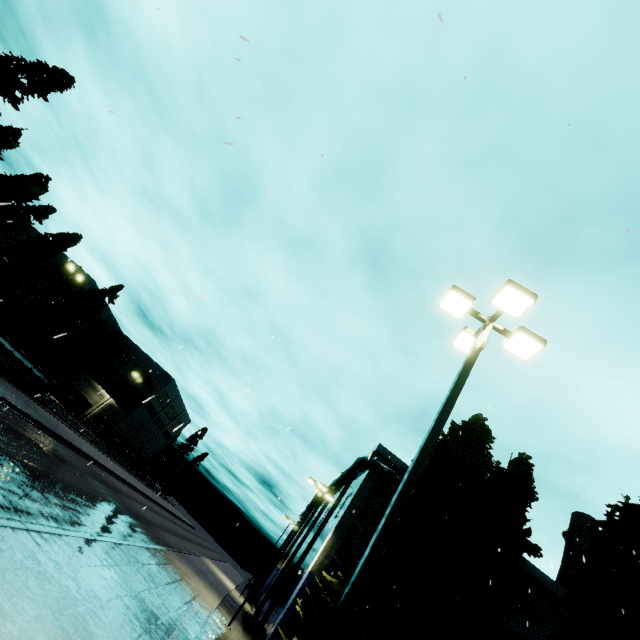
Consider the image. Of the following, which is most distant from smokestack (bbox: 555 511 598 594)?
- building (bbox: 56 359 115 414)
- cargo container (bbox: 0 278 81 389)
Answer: building (bbox: 56 359 115 414)

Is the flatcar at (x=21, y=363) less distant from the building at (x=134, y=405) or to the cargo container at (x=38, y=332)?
the cargo container at (x=38, y=332)

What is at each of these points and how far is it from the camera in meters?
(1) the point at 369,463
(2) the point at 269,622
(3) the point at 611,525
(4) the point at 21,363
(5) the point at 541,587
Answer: (1) pipe, 26.9
(2) building, 26.4
(3) tree, 11.4
(4) flatcar, 26.0
(5) building, 24.5

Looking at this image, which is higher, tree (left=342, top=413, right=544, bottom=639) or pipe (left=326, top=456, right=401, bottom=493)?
pipe (left=326, top=456, right=401, bottom=493)

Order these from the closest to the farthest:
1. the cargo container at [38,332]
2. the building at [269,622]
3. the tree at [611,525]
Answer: the tree at [611,525]
the building at [269,622]
the cargo container at [38,332]

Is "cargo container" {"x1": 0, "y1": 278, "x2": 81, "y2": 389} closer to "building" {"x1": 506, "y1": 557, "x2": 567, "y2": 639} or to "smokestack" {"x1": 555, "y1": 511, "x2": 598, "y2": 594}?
"building" {"x1": 506, "y1": 557, "x2": 567, "y2": 639}

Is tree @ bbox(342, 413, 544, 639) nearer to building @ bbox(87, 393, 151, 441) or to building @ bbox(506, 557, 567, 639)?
building @ bbox(506, 557, 567, 639)

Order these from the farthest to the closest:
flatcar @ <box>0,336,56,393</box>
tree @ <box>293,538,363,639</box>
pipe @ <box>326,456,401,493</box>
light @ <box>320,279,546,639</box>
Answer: pipe @ <box>326,456,401,493</box>, flatcar @ <box>0,336,56,393</box>, tree @ <box>293,538,363,639</box>, light @ <box>320,279,546,639</box>
